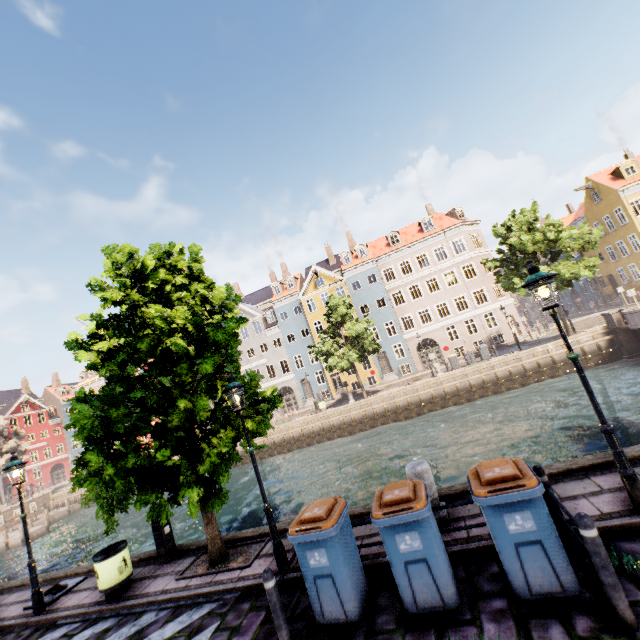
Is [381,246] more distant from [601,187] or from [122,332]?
[122,332]

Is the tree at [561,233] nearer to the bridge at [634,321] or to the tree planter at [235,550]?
the tree planter at [235,550]

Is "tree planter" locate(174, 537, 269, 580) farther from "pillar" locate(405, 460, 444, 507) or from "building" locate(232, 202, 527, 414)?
"building" locate(232, 202, 527, 414)

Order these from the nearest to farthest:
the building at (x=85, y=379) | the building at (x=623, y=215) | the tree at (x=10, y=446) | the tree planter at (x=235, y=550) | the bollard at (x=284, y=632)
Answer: the bollard at (x=284, y=632) < the tree planter at (x=235, y=550) < the building at (x=623, y=215) < the tree at (x=10, y=446) < the building at (x=85, y=379)

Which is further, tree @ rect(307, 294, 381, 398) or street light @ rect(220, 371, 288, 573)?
tree @ rect(307, 294, 381, 398)

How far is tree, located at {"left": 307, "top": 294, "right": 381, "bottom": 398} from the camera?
27.03m

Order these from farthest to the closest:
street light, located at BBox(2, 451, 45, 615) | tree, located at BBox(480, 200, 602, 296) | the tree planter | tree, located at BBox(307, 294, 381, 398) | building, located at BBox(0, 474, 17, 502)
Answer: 1. building, located at BBox(0, 474, 17, 502)
2. tree, located at BBox(307, 294, 381, 398)
3. tree, located at BBox(480, 200, 602, 296)
4. street light, located at BBox(2, 451, 45, 615)
5. the tree planter

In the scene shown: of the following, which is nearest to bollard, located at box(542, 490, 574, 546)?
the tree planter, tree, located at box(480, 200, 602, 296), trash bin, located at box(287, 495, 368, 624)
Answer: trash bin, located at box(287, 495, 368, 624)
